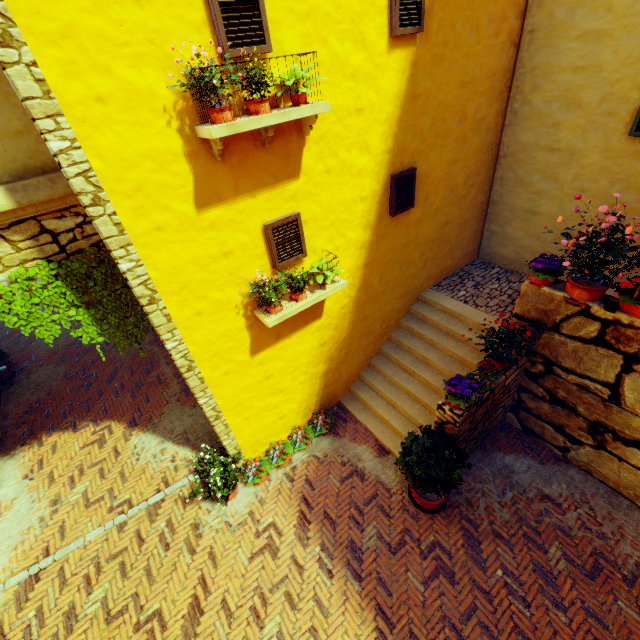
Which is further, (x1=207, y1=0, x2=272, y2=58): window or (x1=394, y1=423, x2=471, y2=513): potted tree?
(x1=394, y1=423, x2=471, y2=513): potted tree

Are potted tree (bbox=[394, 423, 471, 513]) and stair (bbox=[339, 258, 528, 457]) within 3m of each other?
yes

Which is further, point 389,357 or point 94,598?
point 389,357

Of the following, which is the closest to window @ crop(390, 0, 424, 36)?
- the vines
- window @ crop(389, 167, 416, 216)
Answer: the vines

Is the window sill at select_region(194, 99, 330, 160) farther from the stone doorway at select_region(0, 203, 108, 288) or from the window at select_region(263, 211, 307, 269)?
the stone doorway at select_region(0, 203, 108, 288)

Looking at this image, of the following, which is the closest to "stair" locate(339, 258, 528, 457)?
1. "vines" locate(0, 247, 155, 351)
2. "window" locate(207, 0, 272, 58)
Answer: "vines" locate(0, 247, 155, 351)

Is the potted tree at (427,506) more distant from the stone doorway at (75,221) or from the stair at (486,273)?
the stone doorway at (75,221)

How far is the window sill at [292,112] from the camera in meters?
3.3
